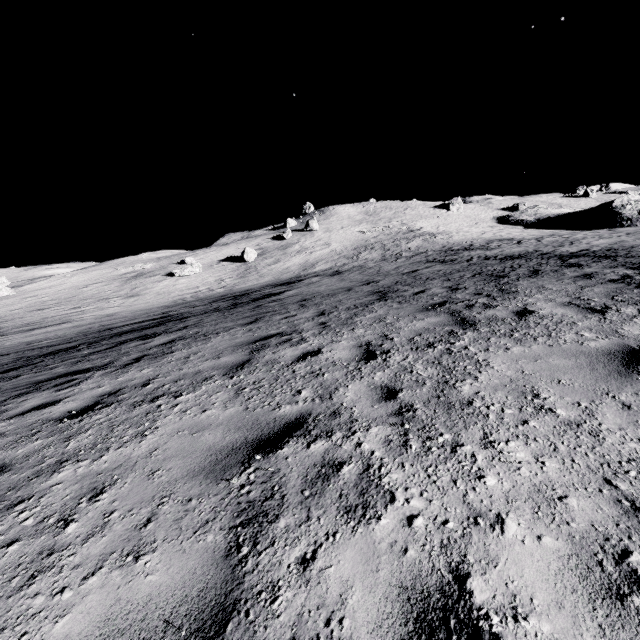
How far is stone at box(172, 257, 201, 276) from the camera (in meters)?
42.81

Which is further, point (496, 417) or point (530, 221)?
point (530, 221)

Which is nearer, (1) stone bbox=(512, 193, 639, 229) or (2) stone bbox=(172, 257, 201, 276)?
(2) stone bbox=(172, 257, 201, 276)

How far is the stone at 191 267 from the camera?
42.8 meters

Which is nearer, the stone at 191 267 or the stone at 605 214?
the stone at 191 267
